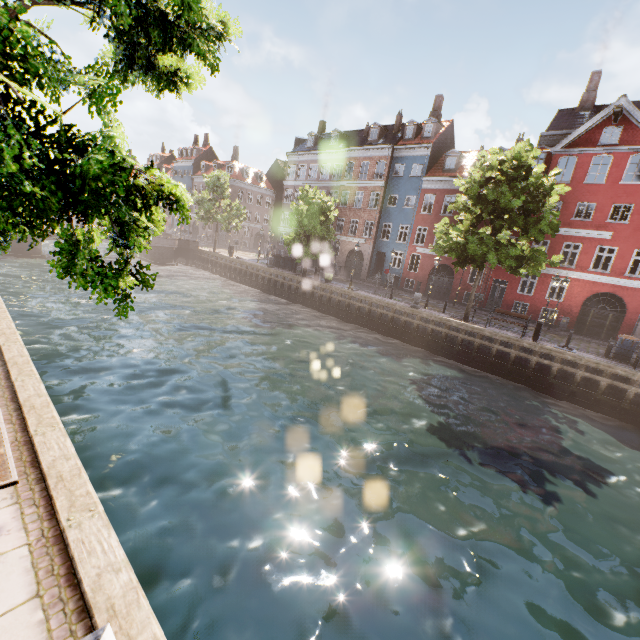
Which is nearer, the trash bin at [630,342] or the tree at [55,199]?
the tree at [55,199]

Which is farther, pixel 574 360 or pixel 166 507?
pixel 574 360

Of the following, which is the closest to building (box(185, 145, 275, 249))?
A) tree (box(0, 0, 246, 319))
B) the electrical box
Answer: tree (box(0, 0, 246, 319))

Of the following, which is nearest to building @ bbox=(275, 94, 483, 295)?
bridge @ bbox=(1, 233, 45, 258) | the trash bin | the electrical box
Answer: the trash bin

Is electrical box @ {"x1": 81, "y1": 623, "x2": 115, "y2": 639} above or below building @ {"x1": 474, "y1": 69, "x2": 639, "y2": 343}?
below

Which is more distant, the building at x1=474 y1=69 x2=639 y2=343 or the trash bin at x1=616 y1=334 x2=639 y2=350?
the building at x1=474 y1=69 x2=639 y2=343

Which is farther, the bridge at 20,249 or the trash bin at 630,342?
the bridge at 20,249

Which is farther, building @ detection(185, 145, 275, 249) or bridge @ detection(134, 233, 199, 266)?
building @ detection(185, 145, 275, 249)
